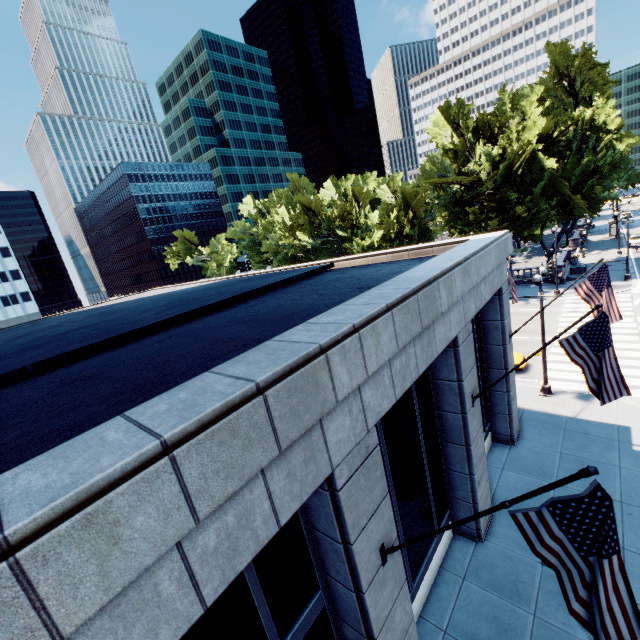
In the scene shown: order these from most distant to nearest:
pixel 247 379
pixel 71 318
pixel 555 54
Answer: pixel 555 54 → pixel 71 318 → pixel 247 379

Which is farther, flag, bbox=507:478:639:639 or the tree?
the tree

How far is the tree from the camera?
33.5 meters

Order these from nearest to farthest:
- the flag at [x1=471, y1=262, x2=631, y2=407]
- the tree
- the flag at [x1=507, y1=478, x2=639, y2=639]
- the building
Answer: the building
the flag at [x1=507, y1=478, x2=639, y2=639]
the flag at [x1=471, y1=262, x2=631, y2=407]
the tree

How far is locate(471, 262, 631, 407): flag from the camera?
7.7m

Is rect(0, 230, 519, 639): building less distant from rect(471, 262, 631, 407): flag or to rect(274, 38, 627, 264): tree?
rect(471, 262, 631, 407): flag

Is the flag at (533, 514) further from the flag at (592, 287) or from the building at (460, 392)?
the flag at (592, 287)
